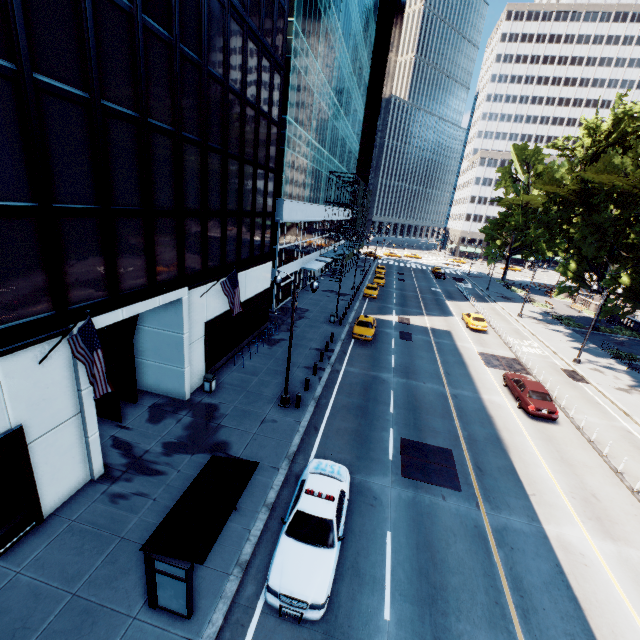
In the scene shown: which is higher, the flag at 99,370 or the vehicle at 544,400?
the flag at 99,370

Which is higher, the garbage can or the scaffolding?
the scaffolding

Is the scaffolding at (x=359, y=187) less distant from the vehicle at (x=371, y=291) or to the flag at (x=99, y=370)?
the vehicle at (x=371, y=291)

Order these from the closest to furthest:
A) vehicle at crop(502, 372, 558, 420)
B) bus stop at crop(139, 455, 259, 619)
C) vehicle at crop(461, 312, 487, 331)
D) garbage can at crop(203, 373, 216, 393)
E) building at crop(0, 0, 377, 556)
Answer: bus stop at crop(139, 455, 259, 619) < building at crop(0, 0, 377, 556) < garbage can at crop(203, 373, 216, 393) < vehicle at crop(502, 372, 558, 420) < vehicle at crop(461, 312, 487, 331)

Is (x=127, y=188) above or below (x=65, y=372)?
above

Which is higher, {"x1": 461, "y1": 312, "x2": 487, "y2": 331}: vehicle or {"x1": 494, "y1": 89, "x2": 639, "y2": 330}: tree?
Answer: {"x1": 494, "y1": 89, "x2": 639, "y2": 330}: tree

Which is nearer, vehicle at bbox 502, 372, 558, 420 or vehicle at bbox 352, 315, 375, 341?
vehicle at bbox 502, 372, 558, 420

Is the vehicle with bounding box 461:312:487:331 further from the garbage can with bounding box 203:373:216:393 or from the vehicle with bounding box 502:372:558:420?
the garbage can with bounding box 203:373:216:393
